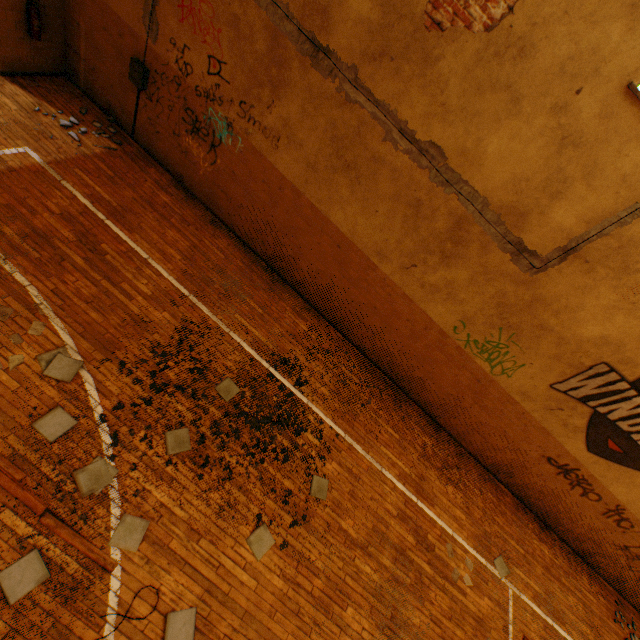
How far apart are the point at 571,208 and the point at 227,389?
5.83m

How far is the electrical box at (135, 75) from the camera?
6.0 meters

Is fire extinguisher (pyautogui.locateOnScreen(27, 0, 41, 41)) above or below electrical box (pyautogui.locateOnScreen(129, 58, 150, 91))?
below

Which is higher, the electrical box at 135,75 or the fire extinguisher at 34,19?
the electrical box at 135,75

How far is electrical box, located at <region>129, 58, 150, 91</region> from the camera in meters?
6.0
